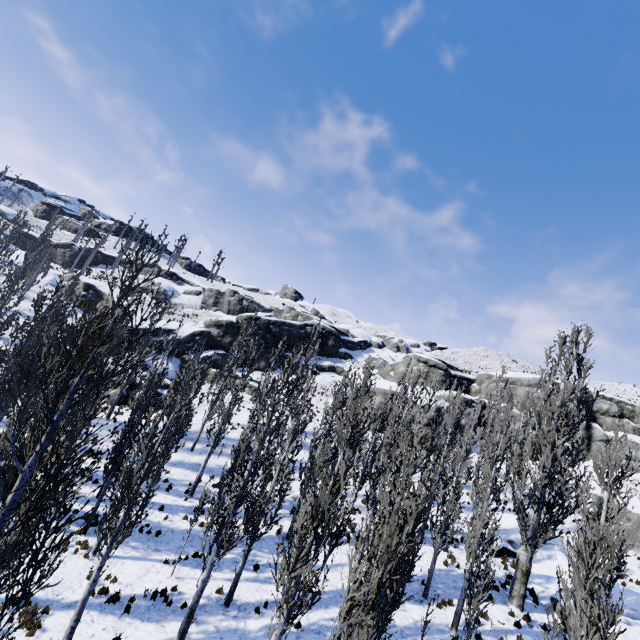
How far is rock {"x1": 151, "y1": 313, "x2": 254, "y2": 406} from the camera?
36.94m

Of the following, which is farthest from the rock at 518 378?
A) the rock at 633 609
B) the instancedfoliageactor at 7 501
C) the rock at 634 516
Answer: the rock at 633 609

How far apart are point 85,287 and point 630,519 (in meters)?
63.14

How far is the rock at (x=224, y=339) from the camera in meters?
36.9

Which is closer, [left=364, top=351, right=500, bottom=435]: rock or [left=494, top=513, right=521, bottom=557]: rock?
[left=494, top=513, right=521, bottom=557]: rock

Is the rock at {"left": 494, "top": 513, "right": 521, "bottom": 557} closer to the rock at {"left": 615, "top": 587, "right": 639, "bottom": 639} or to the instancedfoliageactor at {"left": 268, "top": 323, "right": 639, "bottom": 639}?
the instancedfoliageactor at {"left": 268, "top": 323, "right": 639, "bottom": 639}
